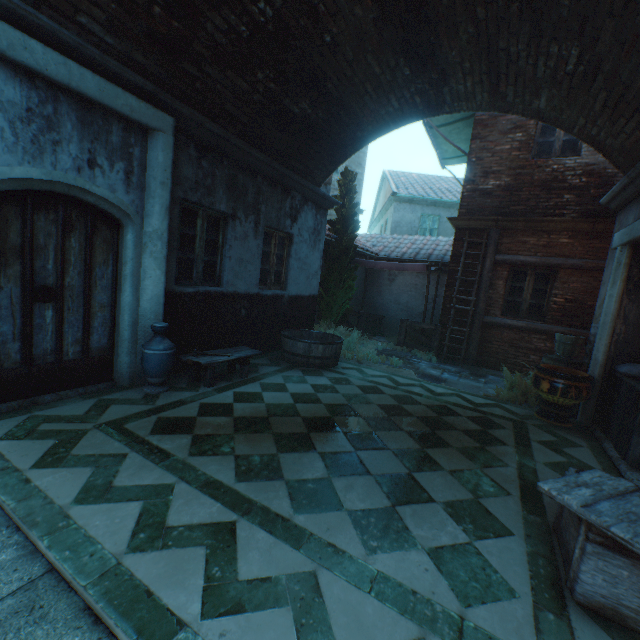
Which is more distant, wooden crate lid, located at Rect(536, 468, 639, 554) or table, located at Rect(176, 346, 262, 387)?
table, located at Rect(176, 346, 262, 387)

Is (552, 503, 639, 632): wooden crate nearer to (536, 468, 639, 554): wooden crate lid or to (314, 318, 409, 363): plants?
(536, 468, 639, 554): wooden crate lid

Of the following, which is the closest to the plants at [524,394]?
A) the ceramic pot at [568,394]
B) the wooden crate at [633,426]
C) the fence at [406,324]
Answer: the ceramic pot at [568,394]

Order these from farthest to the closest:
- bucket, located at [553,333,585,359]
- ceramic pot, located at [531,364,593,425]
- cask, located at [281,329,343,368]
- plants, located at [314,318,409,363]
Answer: plants, located at [314,318,409,363] → cask, located at [281,329,343,368] → bucket, located at [553,333,585,359] → ceramic pot, located at [531,364,593,425]

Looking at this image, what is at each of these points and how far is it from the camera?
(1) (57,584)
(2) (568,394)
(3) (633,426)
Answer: (1) stairs, 1.80m
(2) ceramic pot, 4.91m
(3) wooden crate, 3.91m

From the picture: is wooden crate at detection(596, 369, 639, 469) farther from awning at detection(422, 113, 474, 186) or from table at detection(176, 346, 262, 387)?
awning at detection(422, 113, 474, 186)

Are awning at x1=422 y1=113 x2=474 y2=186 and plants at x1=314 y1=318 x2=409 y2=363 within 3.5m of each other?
no

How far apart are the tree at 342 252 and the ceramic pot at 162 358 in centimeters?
541cm
